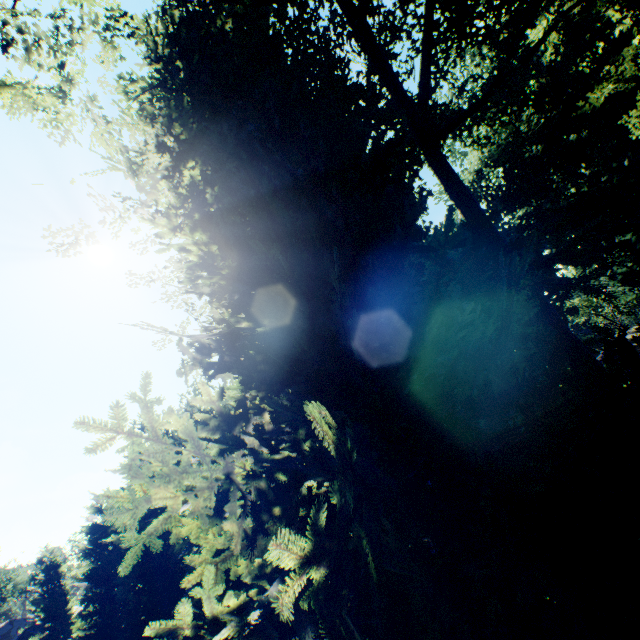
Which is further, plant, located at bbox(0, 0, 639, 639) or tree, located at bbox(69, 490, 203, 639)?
tree, located at bbox(69, 490, 203, 639)

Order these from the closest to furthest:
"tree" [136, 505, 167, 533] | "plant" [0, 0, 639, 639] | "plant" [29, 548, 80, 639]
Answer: "plant" [0, 0, 639, 639] < "tree" [136, 505, 167, 533] < "plant" [29, 548, 80, 639]

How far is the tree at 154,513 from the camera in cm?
1914

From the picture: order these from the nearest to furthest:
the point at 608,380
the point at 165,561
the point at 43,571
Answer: the point at 608,380, the point at 165,561, the point at 43,571

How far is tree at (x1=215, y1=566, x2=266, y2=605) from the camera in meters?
16.1 m

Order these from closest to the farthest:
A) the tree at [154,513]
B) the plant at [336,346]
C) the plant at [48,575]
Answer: the plant at [336,346]
the tree at [154,513]
the plant at [48,575]
